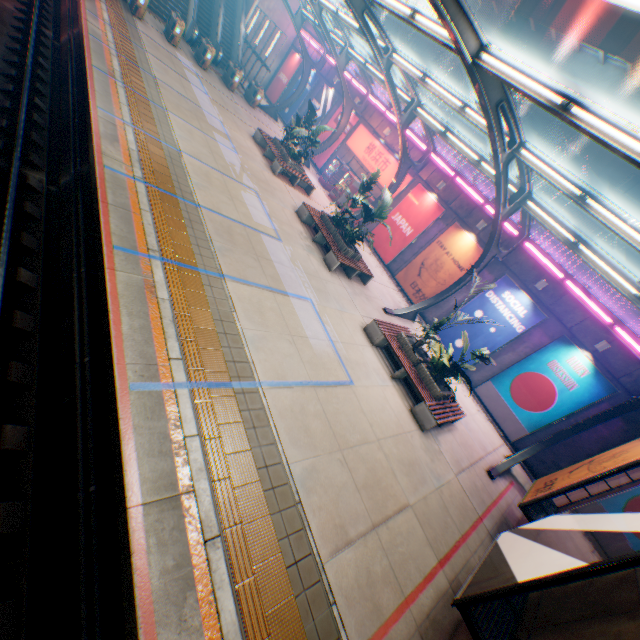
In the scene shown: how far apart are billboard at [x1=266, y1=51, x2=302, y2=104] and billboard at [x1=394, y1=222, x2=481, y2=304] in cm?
2199

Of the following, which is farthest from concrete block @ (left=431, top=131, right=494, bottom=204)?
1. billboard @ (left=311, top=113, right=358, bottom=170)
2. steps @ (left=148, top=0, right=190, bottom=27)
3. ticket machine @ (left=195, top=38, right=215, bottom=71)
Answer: ticket machine @ (left=195, top=38, right=215, bottom=71)

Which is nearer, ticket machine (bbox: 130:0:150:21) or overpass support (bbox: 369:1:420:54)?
ticket machine (bbox: 130:0:150:21)

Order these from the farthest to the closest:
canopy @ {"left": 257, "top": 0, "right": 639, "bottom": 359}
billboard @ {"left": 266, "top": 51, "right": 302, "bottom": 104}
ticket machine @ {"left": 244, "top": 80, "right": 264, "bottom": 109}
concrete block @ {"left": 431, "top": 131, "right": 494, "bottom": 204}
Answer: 1. billboard @ {"left": 266, "top": 51, "right": 302, "bottom": 104}
2. ticket machine @ {"left": 244, "top": 80, "right": 264, "bottom": 109}
3. concrete block @ {"left": 431, "top": 131, "right": 494, "bottom": 204}
4. canopy @ {"left": 257, "top": 0, "right": 639, "bottom": 359}

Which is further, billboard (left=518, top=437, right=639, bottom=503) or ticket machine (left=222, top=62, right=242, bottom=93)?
ticket machine (left=222, top=62, right=242, bottom=93)

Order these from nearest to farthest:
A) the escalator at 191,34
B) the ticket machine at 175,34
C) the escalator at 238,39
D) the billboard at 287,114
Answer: the ticket machine at 175,34 → the escalator at 191,34 → the escalator at 238,39 → the billboard at 287,114

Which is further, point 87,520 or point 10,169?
point 10,169

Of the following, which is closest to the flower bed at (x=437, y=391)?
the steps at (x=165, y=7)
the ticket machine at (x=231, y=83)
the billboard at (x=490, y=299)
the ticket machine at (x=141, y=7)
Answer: the billboard at (x=490, y=299)
